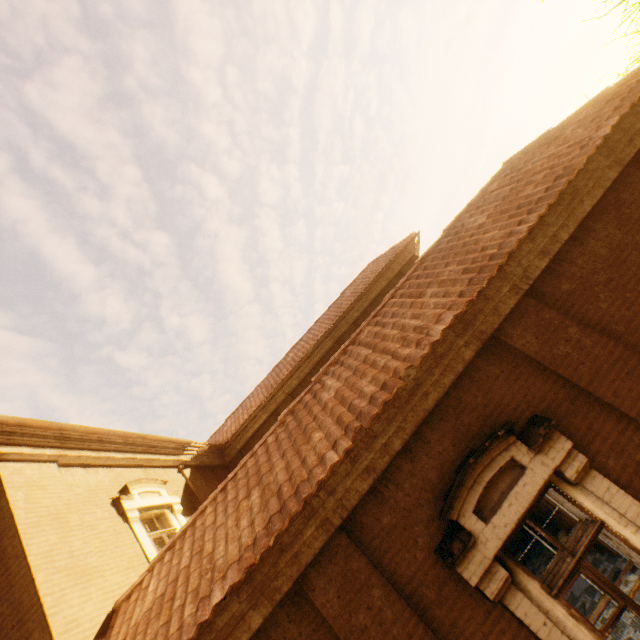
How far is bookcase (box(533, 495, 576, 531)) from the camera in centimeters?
707cm

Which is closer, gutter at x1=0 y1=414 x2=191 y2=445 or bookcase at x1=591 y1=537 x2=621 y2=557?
gutter at x1=0 y1=414 x2=191 y2=445

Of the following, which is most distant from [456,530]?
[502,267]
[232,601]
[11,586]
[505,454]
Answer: [11,586]

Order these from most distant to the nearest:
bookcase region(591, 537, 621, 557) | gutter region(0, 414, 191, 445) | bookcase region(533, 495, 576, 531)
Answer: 1. bookcase region(533, 495, 576, 531)
2. bookcase region(591, 537, 621, 557)
3. gutter region(0, 414, 191, 445)

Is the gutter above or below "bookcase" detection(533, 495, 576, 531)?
above

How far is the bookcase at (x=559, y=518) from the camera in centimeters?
707cm
